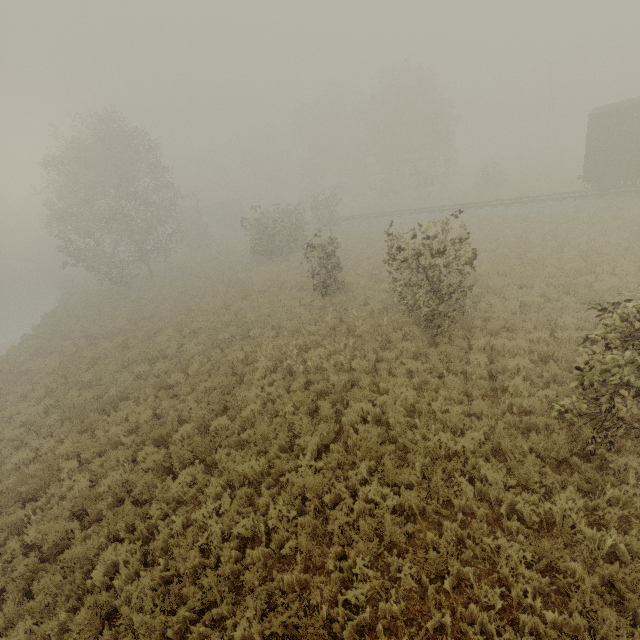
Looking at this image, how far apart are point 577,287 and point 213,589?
13.91m

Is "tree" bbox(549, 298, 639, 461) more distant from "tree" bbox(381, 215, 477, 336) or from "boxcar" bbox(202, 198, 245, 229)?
"boxcar" bbox(202, 198, 245, 229)

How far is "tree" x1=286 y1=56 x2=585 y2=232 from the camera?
33.8 meters

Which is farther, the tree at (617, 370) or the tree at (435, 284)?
the tree at (435, 284)

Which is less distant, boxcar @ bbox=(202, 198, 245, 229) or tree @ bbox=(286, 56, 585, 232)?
tree @ bbox=(286, 56, 585, 232)

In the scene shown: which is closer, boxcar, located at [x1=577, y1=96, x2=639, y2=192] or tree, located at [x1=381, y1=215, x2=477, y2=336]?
tree, located at [x1=381, y1=215, x2=477, y2=336]

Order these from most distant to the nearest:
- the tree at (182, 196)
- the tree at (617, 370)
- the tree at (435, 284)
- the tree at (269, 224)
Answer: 1. the tree at (182, 196)
2. the tree at (269, 224)
3. the tree at (435, 284)
4. the tree at (617, 370)

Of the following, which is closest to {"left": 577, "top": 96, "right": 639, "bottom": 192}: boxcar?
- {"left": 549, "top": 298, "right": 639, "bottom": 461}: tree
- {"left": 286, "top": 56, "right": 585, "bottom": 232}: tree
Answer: {"left": 286, "top": 56, "right": 585, "bottom": 232}: tree
